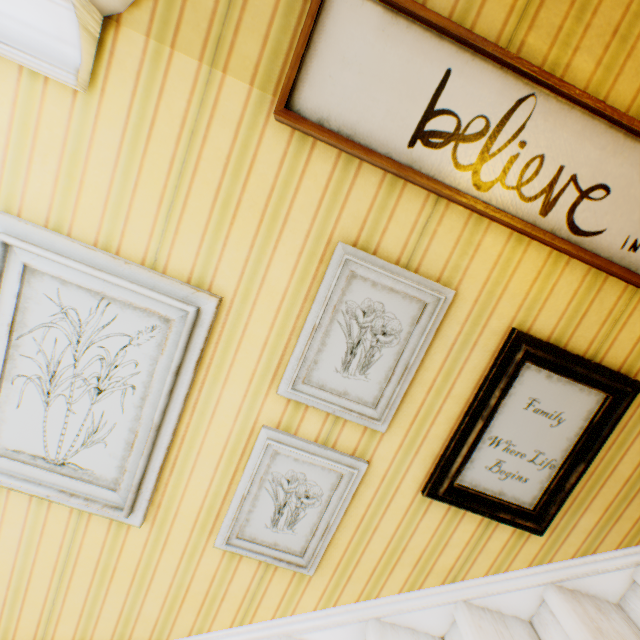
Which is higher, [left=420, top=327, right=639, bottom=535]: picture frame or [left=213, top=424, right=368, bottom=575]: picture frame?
[left=420, top=327, right=639, bottom=535]: picture frame

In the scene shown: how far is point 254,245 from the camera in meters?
1.1 m

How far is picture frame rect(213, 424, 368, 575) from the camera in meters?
1.2 m

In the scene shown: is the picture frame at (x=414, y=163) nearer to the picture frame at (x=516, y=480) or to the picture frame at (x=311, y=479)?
the picture frame at (x=516, y=480)

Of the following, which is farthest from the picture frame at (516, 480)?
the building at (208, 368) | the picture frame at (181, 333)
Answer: the picture frame at (181, 333)

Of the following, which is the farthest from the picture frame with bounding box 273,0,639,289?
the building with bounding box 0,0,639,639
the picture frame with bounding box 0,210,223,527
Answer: the picture frame with bounding box 0,210,223,527

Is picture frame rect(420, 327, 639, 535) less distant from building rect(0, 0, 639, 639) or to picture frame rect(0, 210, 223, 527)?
building rect(0, 0, 639, 639)
